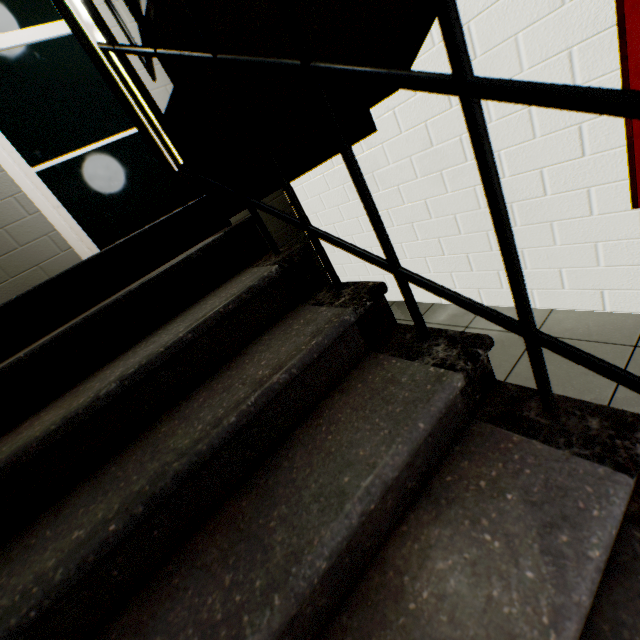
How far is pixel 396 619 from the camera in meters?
0.6

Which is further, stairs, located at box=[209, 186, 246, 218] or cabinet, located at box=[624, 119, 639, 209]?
stairs, located at box=[209, 186, 246, 218]

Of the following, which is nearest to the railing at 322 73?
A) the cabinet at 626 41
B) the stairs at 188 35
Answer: the stairs at 188 35

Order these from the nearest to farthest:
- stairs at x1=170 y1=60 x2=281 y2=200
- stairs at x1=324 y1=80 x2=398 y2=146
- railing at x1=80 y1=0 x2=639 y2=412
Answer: railing at x1=80 y1=0 x2=639 y2=412, stairs at x1=170 y1=60 x2=281 y2=200, stairs at x1=324 y1=80 x2=398 y2=146

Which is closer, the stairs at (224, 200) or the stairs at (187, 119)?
the stairs at (187, 119)

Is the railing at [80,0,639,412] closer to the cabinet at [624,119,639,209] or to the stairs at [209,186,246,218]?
the stairs at [209,186,246,218]

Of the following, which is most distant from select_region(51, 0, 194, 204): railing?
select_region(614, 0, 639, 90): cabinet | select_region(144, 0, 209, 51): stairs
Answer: select_region(614, 0, 639, 90): cabinet

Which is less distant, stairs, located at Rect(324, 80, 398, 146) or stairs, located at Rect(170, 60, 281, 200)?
stairs, located at Rect(170, 60, 281, 200)
